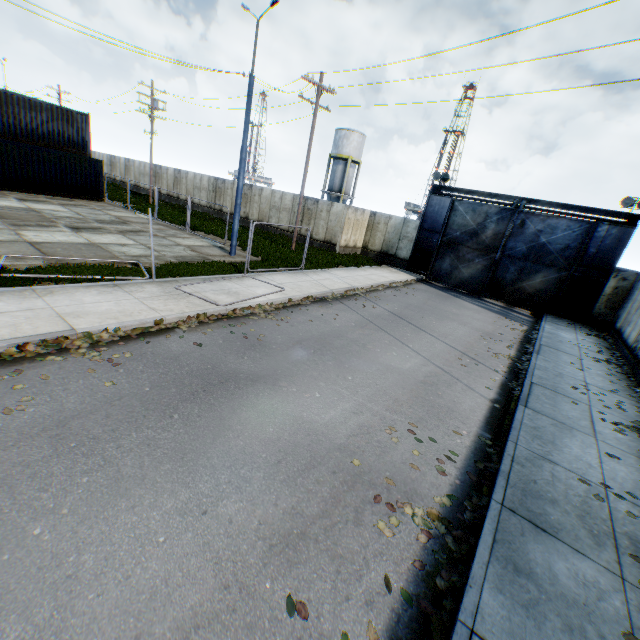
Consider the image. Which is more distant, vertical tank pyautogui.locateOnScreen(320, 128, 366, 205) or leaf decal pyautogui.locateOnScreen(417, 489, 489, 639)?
vertical tank pyautogui.locateOnScreen(320, 128, 366, 205)

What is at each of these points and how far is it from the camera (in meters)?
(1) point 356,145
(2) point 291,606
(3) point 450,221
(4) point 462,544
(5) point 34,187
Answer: (1) vertical tank, 40.84
(2) leaf decal, 3.06
(3) metal gate, 21.73
(4) leaf decal, 4.04
(5) storage container, 21.56

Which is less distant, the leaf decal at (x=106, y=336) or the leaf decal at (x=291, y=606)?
the leaf decal at (x=291, y=606)

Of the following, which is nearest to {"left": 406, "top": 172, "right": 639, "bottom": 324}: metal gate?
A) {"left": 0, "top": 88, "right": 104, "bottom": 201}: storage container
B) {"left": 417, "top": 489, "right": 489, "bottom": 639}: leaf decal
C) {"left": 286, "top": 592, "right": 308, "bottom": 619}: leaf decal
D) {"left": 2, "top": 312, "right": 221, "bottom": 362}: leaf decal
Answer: {"left": 2, "top": 312, "right": 221, "bottom": 362}: leaf decal

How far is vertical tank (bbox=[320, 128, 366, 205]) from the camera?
40.56m

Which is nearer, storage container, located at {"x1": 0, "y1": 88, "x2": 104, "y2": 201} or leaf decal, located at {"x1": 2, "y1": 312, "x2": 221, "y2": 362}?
leaf decal, located at {"x1": 2, "y1": 312, "x2": 221, "y2": 362}

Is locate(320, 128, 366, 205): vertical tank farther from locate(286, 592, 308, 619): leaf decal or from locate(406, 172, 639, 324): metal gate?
locate(286, 592, 308, 619): leaf decal

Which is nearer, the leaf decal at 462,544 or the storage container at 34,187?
the leaf decal at 462,544
